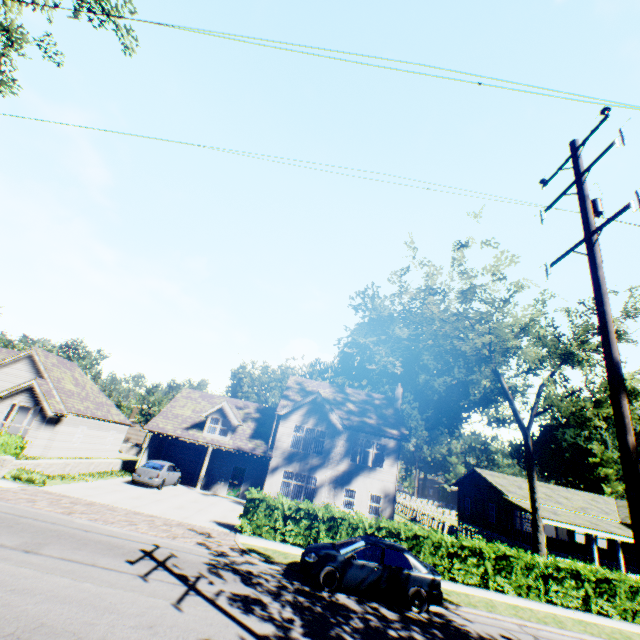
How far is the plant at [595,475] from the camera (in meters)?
48.47

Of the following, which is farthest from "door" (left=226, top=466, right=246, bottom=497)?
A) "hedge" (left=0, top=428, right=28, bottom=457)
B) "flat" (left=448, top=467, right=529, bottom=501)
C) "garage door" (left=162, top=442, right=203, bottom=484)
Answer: "flat" (left=448, top=467, right=529, bottom=501)

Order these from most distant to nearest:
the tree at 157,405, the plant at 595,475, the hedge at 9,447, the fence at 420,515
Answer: the tree at 157,405 < the plant at 595,475 < the fence at 420,515 < the hedge at 9,447

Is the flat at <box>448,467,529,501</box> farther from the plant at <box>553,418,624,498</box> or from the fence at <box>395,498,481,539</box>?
the plant at <box>553,418,624,498</box>

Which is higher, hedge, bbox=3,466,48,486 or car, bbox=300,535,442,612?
car, bbox=300,535,442,612

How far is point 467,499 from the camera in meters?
38.8

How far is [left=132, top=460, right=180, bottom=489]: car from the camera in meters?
21.0 m

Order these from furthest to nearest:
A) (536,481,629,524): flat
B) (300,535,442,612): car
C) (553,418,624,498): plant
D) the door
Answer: (553,418,624,498): plant, (536,481,629,524): flat, the door, (300,535,442,612): car
